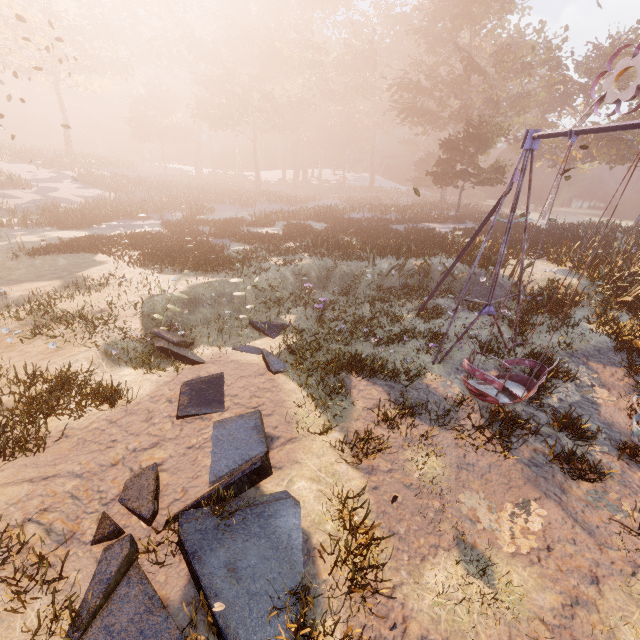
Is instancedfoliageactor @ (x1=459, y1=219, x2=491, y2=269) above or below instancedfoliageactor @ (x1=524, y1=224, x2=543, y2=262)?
below

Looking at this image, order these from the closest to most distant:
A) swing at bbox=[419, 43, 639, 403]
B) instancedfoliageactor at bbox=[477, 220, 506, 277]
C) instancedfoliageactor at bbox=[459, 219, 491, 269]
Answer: swing at bbox=[419, 43, 639, 403] < instancedfoliageactor at bbox=[477, 220, 506, 277] < instancedfoliageactor at bbox=[459, 219, 491, 269]

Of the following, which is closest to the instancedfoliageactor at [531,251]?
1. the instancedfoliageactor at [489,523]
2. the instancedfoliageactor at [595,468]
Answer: the instancedfoliageactor at [489,523]

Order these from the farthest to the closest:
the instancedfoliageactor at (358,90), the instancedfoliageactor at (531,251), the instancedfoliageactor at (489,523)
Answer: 1. the instancedfoliageactor at (358,90)
2. the instancedfoliageactor at (531,251)
3. the instancedfoliageactor at (489,523)

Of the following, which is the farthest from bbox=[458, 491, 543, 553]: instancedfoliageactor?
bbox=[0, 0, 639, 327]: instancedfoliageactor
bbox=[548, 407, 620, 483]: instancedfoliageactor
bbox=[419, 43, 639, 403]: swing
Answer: bbox=[0, 0, 639, 327]: instancedfoliageactor

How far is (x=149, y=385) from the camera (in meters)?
8.44

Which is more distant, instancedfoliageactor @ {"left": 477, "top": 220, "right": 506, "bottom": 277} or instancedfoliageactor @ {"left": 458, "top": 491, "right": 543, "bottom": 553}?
instancedfoliageactor @ {"left": 477, "top": 220, "right": 506, "bottom": 277}
